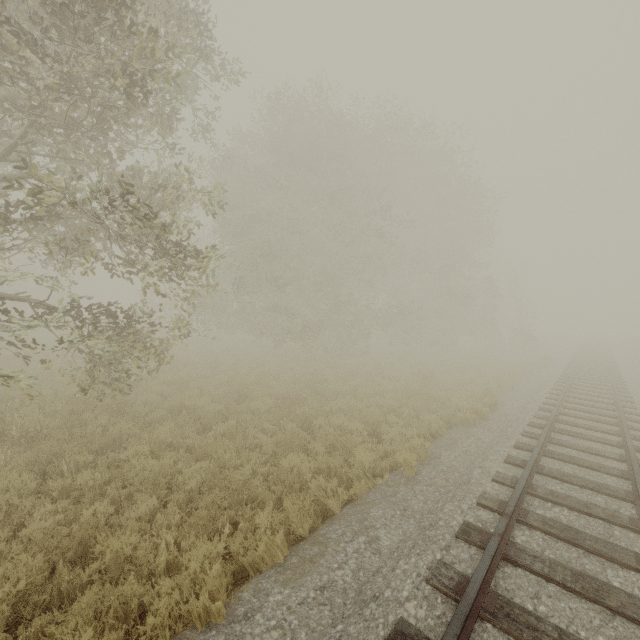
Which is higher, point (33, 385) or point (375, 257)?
point (375, 257)

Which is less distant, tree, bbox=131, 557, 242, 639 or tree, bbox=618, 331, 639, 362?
tree, bbox=131, 557, 242, 639

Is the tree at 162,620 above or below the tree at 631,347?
below

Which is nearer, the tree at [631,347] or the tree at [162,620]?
the tree at [162,620]

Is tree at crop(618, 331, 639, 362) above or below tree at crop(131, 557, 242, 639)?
above
